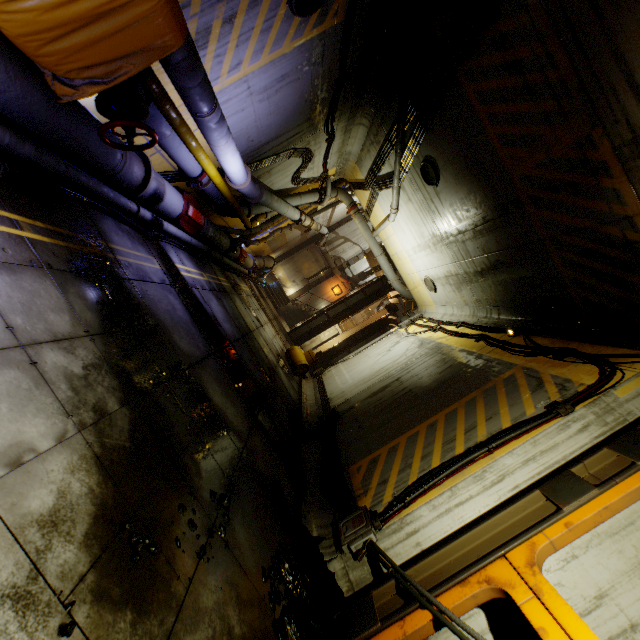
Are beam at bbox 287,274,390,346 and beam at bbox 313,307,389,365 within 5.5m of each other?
yes

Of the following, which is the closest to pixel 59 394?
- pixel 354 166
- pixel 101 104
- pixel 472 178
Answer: pixel 101 104

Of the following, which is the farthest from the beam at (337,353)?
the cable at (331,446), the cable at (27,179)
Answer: the cable at (27,179)

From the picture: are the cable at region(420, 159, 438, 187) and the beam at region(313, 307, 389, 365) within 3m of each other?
no

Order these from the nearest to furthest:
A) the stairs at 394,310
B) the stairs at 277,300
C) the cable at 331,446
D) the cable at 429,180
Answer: the cable at 331,446 → the cable at 429,180 → the stairs at 394,310 → the stairs at 277,300

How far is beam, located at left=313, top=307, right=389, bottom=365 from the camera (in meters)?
22.36

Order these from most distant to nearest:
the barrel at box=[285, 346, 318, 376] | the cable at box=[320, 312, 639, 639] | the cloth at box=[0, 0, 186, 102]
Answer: the barrel at box=[285, 346, 318, 376] → the cable at box=[320, 312, 639, 639] → the cloth at box=[0, 0, 186, 102]

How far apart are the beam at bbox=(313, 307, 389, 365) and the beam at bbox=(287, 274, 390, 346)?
1.24m
